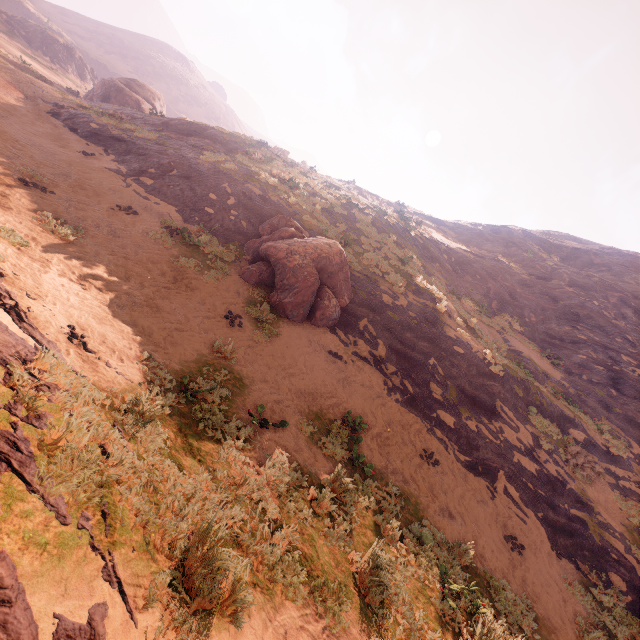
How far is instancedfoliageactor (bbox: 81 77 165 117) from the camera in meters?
28.4 m

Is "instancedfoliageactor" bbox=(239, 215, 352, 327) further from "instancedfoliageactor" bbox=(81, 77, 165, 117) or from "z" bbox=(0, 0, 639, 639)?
"instancedfoliageactor" bbox=(81, 77, 165, 117)

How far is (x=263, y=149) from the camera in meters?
23.1

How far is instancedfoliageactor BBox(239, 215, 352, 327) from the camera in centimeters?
1097cm

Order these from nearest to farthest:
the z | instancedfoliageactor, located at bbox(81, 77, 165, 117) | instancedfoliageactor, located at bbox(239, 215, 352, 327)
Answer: the z
instancedfoliageactor, located at bbox(239, 215, 352, 327)
instancedfoliageactor, located at bbox(81, 77, 165, 117)

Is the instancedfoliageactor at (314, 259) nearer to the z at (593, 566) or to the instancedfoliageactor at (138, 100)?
the z at (593, 566)

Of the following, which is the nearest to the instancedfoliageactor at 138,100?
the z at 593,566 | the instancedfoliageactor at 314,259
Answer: the z at 593,566

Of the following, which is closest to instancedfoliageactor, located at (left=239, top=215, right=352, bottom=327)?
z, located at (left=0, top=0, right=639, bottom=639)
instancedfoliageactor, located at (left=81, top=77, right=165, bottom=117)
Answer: z, located at (left=0, top=0, right=639, bottom=639)
